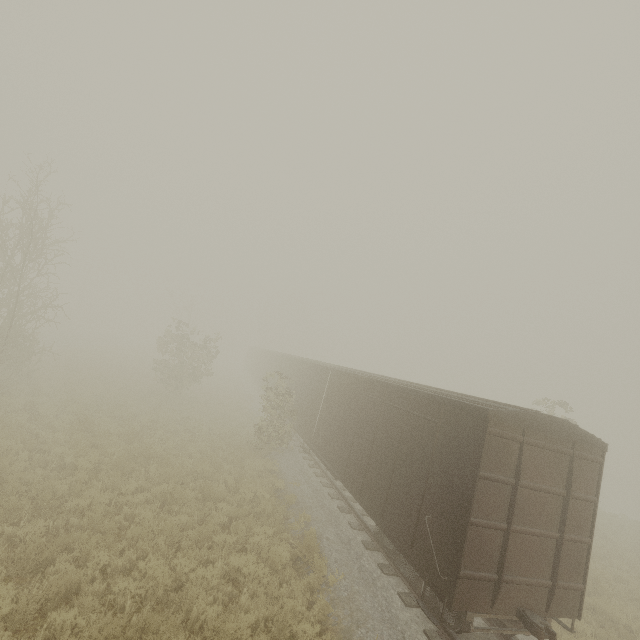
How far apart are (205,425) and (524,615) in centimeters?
1521cm

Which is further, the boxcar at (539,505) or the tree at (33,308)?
the tree at (33,308)

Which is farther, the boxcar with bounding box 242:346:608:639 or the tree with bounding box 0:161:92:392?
the tree with bounding box 0:161:92:392
